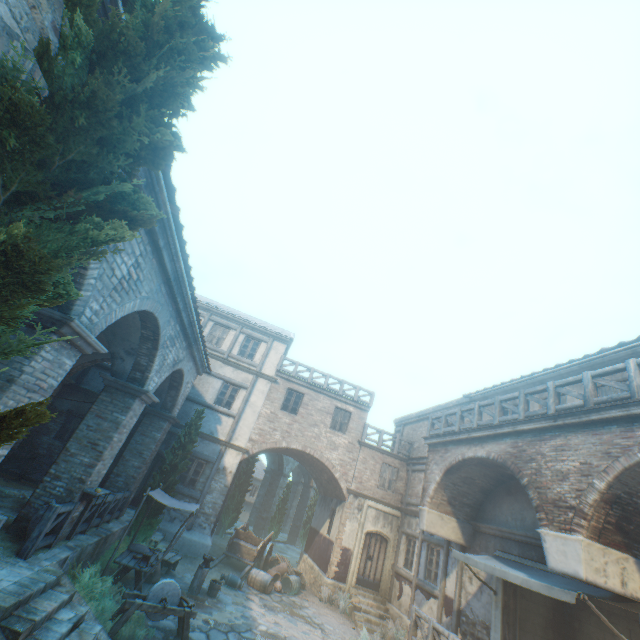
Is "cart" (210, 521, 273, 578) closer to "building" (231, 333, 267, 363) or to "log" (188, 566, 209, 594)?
"building" (231, 333, 267, 363)

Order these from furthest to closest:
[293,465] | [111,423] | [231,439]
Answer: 1. [293,465]
2. [231,439]
3. [111,423]

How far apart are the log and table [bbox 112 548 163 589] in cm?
121

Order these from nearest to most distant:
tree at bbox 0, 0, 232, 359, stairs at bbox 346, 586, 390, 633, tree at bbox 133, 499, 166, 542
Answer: tree at bbox 0, 0, 232, 359
tree at bbox 133, 499, 166, 542
stairs at bbox 346, 586, 390, 633

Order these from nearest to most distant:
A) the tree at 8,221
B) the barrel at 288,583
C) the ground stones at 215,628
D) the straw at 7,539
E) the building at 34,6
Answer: the tree at 8,221 → the building at 34,6 → the straw at 7,539 → the ground stones at 215,628 → the barrel at 288,583

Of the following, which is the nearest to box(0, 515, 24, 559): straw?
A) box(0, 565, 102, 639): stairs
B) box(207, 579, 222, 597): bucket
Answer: box(0, 565, 102, 639): stairs

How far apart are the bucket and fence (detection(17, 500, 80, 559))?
5.7 meters

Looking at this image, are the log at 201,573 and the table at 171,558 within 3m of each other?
yes
